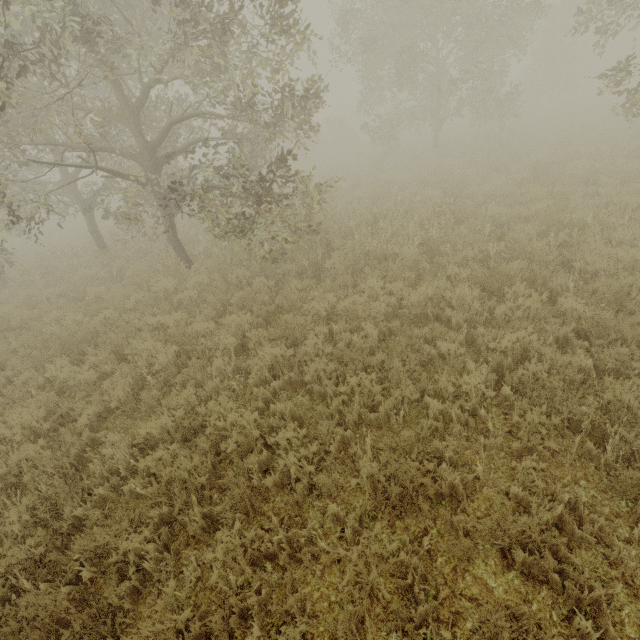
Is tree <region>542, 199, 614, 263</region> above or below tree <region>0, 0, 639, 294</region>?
below

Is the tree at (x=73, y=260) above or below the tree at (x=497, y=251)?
above

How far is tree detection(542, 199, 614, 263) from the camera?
6.4 meters

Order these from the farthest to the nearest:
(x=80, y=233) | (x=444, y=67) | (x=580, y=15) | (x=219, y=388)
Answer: (x=80, y=233) < (x=444, y=67) < (x=580, y=15) < (x=219, y=388)
